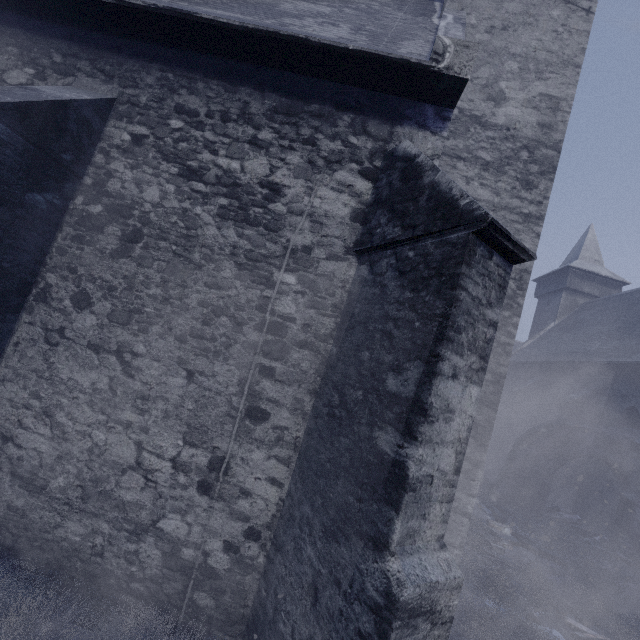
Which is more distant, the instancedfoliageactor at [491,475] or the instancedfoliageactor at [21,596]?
the instancedfoliageactor at [491,475]

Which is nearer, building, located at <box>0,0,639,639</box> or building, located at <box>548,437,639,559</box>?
building, located at <box>0,0,639,639</box>

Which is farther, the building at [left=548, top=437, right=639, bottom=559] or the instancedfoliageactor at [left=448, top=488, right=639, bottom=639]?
the building at [left=548, top=437, right=639, bottom=559]

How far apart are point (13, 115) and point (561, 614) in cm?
1095

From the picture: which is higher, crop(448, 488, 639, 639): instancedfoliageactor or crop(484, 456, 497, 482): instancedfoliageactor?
crop(484, 456, 497, 482): instancedfoliageactor

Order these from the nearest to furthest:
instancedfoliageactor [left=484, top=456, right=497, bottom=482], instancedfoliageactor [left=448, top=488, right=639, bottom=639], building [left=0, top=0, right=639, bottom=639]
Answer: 1. building [left=0, top=0, right=639, bottom=639]
2. instancedfoliageactor [left=448, top=488, right=639, bottom=639]
3. instancedfoliageactor [left=484, top=456, right=497, bottom=482]

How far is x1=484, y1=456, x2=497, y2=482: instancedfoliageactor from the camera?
15.4m
